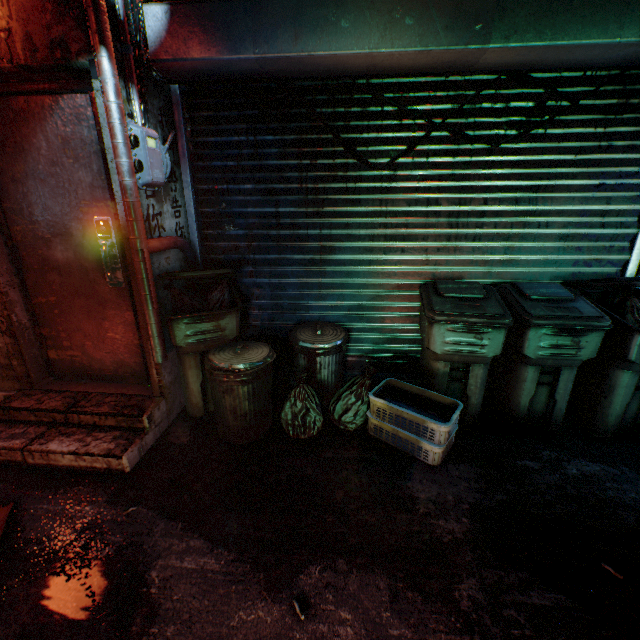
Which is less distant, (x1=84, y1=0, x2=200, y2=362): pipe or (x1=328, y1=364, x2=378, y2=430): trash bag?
(x1=84, y1=0, x2=200, y2=362): pipe

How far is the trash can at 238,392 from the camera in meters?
2.1 m

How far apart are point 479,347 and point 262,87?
2.4m

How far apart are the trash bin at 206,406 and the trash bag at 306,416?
0.5 meters

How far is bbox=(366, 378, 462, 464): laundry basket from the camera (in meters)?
2.07

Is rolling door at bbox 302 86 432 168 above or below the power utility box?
above

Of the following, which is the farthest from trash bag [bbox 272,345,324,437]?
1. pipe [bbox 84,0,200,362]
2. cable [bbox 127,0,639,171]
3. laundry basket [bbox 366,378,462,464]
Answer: cable [bbox 127,0,639,171]

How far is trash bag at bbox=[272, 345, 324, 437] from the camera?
2.3 meters
